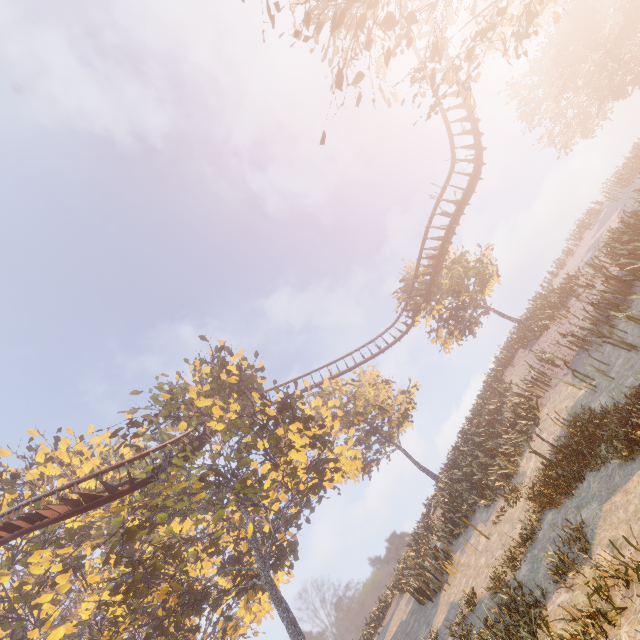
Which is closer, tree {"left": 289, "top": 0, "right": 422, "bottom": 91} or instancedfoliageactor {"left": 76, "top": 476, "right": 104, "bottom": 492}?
tree {"left": 289, "top": 0, "right": 422, "bottom": 91}

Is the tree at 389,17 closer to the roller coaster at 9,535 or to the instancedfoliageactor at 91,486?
the roller coaster at 9,535

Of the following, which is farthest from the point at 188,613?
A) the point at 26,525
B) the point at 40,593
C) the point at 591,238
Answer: the point at 591,238

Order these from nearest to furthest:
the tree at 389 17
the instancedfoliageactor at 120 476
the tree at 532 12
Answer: the tree at 389 17
the tree at 532 12
the instancedfoliageactor at 120 476

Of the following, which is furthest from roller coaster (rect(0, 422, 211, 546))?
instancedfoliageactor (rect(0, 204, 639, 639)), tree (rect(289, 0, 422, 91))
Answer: instancedfoliageactor (rect(0, 204, 639, 639))

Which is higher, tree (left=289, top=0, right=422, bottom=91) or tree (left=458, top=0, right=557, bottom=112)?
tree (left=289, top=0, right=422, bottom=91)

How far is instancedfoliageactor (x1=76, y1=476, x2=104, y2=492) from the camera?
16.4m
